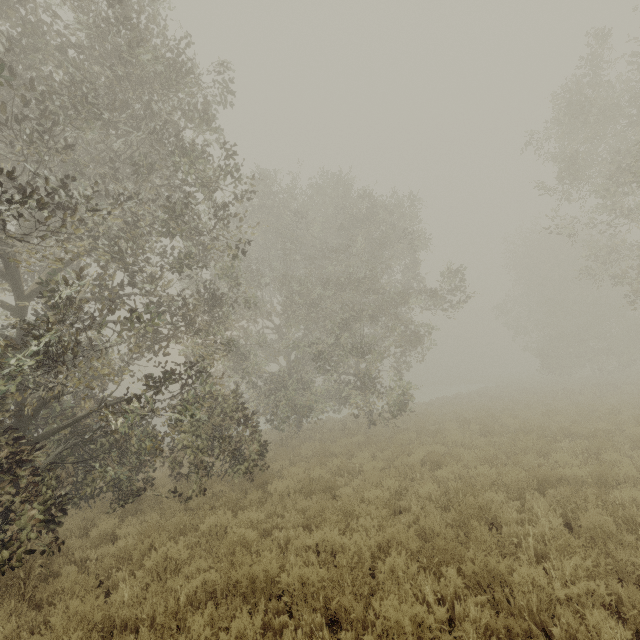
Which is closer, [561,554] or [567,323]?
[561,554]
